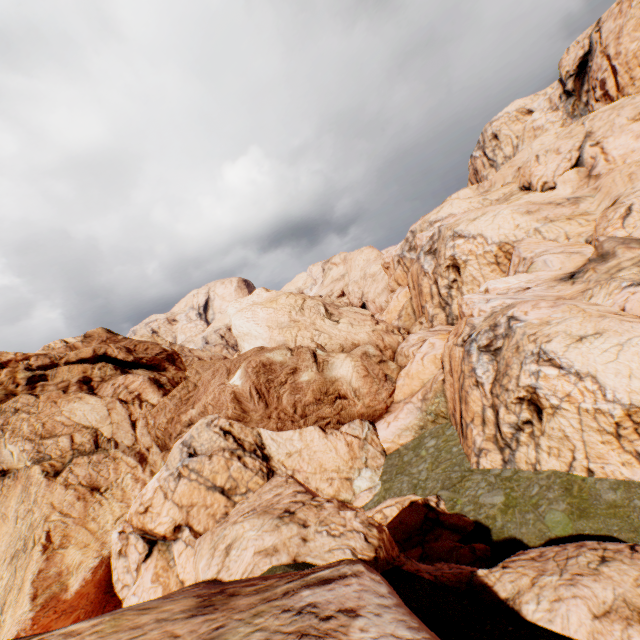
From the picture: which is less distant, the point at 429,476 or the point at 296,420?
the point at 429,476
